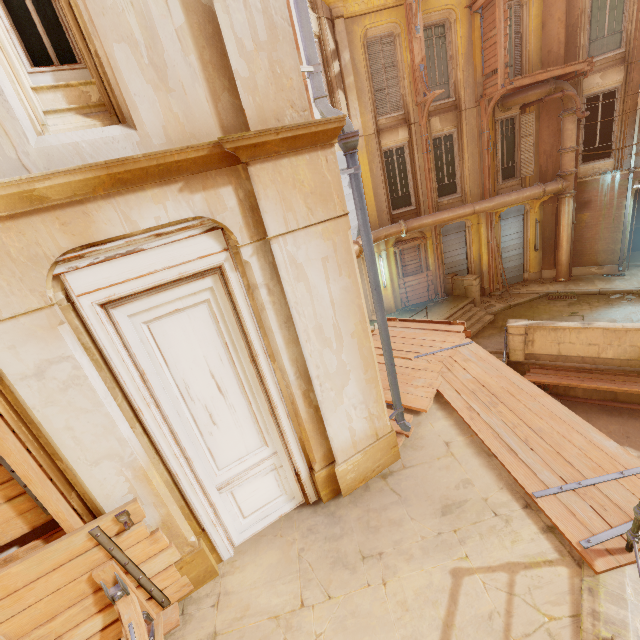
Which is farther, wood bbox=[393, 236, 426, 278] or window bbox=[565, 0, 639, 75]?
wood bbox=[393, 236, 426, 278]

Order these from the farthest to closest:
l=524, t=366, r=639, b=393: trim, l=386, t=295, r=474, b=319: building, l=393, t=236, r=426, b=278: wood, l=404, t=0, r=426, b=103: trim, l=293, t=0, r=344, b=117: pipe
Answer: l=393, t=236, r=426, b=278: wood
l=386, t=295, r=474, b=319: building
l=404, t=0, r=426, b=103: trim
l=524, t=366, r=639, b=393: trim
l=293, t=0, r=344, b=117: pipe

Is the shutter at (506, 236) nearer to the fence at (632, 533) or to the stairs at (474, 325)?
the stairs at (474, 325)

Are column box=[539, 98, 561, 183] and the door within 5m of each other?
no

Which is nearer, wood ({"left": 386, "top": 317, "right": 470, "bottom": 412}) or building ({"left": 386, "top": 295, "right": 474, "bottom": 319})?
wood ({"left": 386, "top": 317, "right": 470, "bottom": 412})

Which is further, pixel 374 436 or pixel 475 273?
pixel 475 273

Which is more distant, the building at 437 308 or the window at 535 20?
the building at 437 308

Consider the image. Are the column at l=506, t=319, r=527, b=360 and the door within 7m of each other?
no
